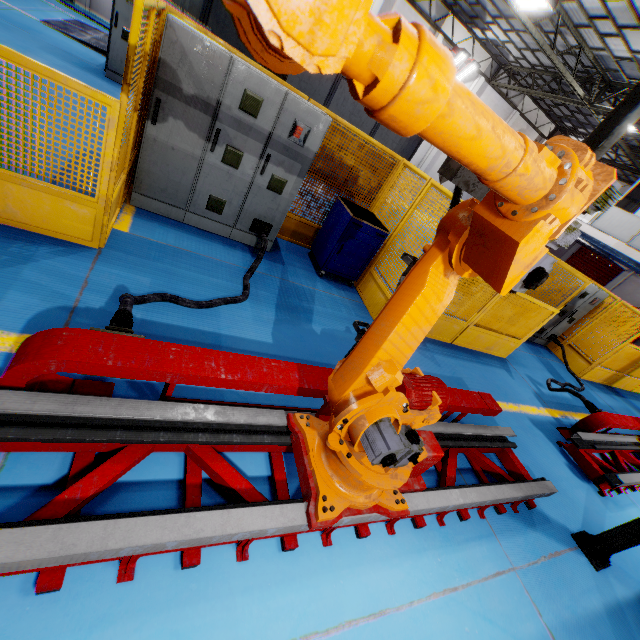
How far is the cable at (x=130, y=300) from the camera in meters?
2.5 m

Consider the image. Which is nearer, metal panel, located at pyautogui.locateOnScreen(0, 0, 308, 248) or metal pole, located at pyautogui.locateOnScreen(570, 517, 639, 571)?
metal panel, located at pyautogui.locateOnScreen(0, 0, 308, 248)

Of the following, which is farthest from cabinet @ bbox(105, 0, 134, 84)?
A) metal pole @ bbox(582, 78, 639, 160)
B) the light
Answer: the light

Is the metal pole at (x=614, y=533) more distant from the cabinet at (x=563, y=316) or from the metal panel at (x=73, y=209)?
the cabinet at (x=563, y=316)

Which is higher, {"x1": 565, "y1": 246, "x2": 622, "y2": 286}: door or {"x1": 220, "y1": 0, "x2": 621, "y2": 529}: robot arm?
{"x1": 565, "y1": 246, "x2": 622, "y2": 286}: door

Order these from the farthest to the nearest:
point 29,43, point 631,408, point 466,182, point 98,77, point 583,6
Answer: point 583,6 → point 631,408 → point 98,77 → point 29,43 → point 466,182

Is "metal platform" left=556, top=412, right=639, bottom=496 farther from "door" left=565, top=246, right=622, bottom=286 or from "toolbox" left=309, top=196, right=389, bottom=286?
"door" left=565, top=246, right=622, bottom=286

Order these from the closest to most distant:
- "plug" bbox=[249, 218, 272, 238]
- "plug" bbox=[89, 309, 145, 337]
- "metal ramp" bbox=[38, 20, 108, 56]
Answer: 1. "plug" bbox=[89, 309, 145, 337]
2. "plug" bbox=[249, 218, 272, 238]
3. "metal ramp" bbox=[38, 20, 108, 56]
